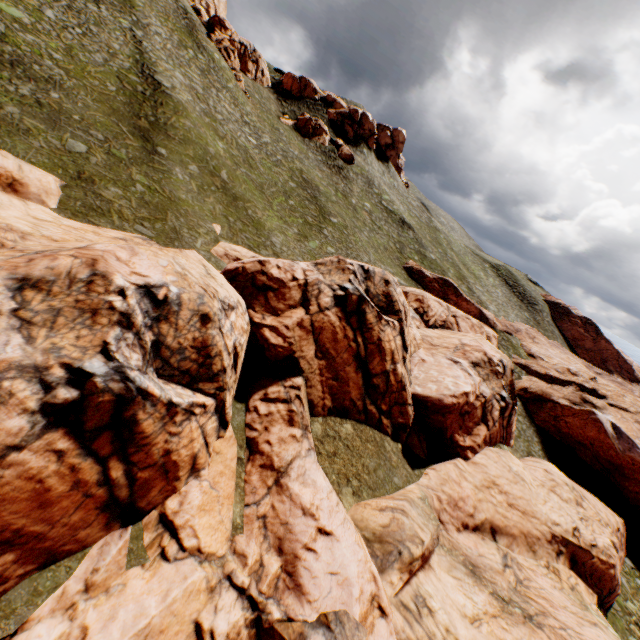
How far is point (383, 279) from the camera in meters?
25.9

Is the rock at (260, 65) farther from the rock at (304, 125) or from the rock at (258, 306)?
the rock at (258, 306)

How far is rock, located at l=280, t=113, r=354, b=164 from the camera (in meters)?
56.03

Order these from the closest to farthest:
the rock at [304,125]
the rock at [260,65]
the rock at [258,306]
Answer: the rock at [258,306]
the rock at [260,65]
the rock at [304,125]

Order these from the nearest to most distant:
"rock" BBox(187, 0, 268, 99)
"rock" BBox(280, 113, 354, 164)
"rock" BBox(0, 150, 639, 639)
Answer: "rock" BBox(0, 150, 639, 639) < "rock" BBox(187, 0, 268, 99) < "rock" BBox(280, 113, 354, 164)

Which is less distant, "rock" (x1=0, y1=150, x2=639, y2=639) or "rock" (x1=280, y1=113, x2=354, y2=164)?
"rock" (x1=0, y1=150, x2=639, y2=639)

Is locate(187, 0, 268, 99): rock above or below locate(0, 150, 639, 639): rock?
above

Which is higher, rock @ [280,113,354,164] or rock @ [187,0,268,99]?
rock @ [187,0,268,99]
